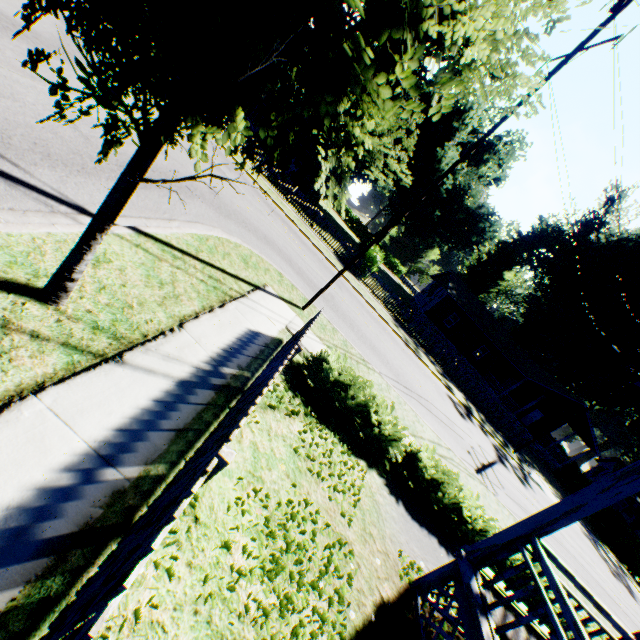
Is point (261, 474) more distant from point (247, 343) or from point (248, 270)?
point (248, 270)

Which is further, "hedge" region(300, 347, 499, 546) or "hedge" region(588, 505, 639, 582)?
"hedge" region(588, 505, 639, 582)

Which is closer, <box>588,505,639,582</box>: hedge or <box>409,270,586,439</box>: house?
<box>588,505,639,582</box>: hedge

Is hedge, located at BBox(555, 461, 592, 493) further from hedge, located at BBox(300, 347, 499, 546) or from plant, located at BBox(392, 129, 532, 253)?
plant, located at BBox(392, 129, 532, 253)

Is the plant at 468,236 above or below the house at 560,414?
above

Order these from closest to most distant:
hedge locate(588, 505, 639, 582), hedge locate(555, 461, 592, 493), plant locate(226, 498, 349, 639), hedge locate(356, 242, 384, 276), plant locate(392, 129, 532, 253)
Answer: plant locate(226, 498, 349, 639) < hedge locate(356, 242, 384, 276) < hedge locate(588, 505, 639, 582) < hedge locate(555, 461, 592, 493) < plant locate(392, 129, 532, 253)

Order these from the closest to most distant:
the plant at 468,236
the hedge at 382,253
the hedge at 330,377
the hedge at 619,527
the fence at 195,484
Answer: the fence at 195,484, the hedge at 330,377, the hedge at 382,253, the hedge at 619,527, the plant at 468,236

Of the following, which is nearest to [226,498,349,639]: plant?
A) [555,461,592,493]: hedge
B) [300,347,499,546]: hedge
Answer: [300,347,499,546]: hedge
